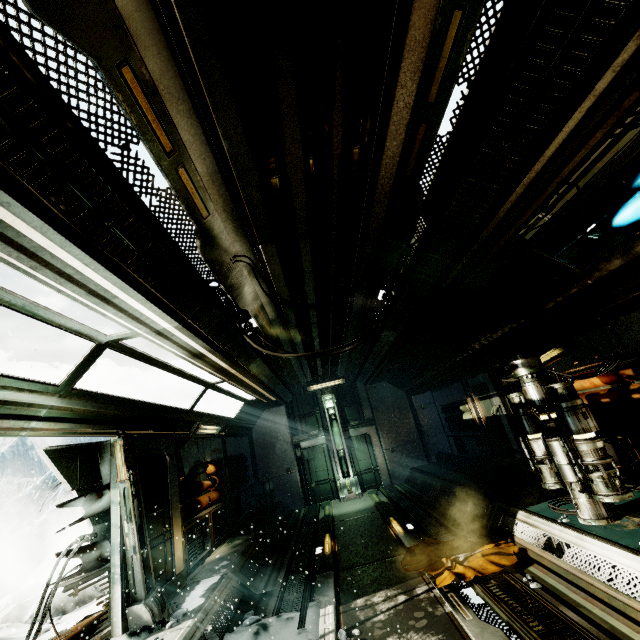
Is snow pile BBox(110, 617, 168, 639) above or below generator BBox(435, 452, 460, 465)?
below

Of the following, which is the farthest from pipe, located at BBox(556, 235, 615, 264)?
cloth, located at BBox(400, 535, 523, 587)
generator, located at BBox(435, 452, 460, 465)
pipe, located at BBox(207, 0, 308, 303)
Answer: generator, located at BBox(435, 452, 460, 465)

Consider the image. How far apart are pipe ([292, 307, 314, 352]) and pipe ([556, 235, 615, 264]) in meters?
3.7 m

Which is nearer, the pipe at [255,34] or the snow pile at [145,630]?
the pipe at [255,34]

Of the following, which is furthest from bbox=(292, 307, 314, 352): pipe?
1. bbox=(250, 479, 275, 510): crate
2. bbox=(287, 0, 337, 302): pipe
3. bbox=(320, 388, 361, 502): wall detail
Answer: bbox=(250, 479, 275, 510): crate

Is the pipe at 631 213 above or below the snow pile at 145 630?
above

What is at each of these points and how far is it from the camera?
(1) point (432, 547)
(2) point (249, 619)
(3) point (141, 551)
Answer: (1) cloth, 5.8m
(2) rock, 4.9m
(3) wall detail, 4.8m

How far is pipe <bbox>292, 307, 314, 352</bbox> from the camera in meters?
5.8
